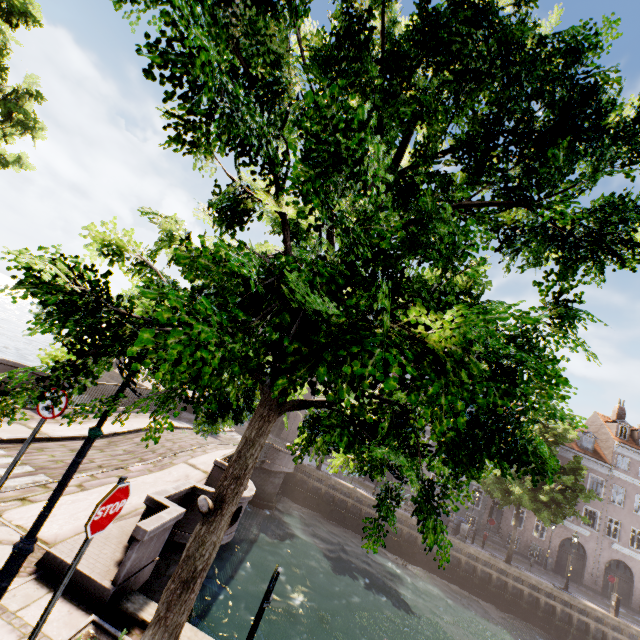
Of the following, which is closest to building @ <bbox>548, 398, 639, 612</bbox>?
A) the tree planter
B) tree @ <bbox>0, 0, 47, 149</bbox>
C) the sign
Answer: tree @ <bbox>0, 0, 47, 149</bbox>

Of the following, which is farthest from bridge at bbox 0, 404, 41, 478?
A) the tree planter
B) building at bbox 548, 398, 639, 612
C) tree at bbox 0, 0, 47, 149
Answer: building at bbox 548, 398, 639, 612

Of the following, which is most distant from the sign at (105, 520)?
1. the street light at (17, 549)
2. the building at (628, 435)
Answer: the building at (628, 435)

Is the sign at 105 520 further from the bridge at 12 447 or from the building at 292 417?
the building at 292 417

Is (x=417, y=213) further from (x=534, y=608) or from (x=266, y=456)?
(x=534, y=608)

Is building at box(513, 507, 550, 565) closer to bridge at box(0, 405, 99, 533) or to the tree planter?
bridge at box(0, 405, 99, 533)

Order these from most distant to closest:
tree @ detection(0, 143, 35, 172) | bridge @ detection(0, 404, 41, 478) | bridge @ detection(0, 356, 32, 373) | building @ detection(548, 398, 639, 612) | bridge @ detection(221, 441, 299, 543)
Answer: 1. building @ detection(548, 398, 639, 612)
2. tree @ detection(0, 143, 35, 172)
3. bridge @ detection(0, 356, 32, 373)
4. bridge @ detection(221, 441, 299, 543)
5. bridge @ detection(0, 404, 41, 478)
